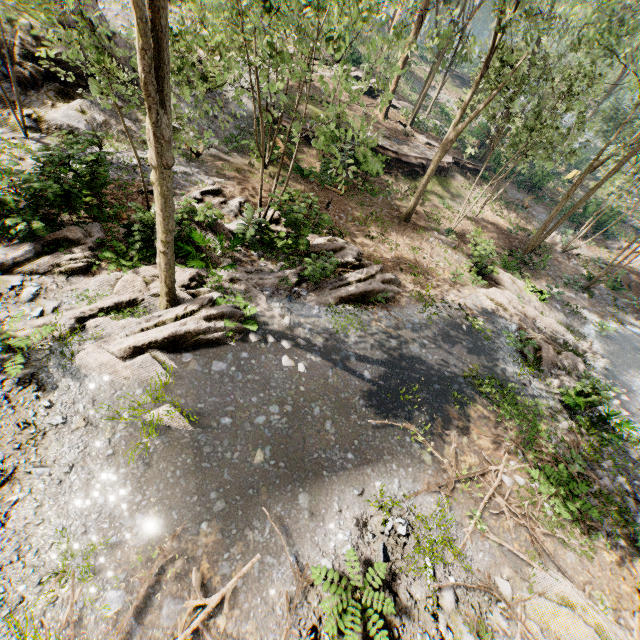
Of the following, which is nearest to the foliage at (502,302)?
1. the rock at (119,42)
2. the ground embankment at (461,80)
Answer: the rock at (119,42)

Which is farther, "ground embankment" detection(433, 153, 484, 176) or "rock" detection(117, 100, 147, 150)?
"ground embankment" detection(433, 153, 484, 176)

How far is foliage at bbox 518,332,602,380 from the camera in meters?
13.4 m

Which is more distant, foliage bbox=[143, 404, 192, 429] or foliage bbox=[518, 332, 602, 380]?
foliage bbox=[518, 332, 602, 380]

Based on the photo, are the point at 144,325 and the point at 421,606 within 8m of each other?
no

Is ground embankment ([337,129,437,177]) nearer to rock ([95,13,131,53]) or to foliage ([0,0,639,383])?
foliage ([0,0,639,383])

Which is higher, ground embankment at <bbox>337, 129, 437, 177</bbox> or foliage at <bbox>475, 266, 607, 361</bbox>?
ground embankment at <bbox>337, 129, 437, 177</bbox>

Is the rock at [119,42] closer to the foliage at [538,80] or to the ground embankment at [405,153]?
the foliage at [538,80]
